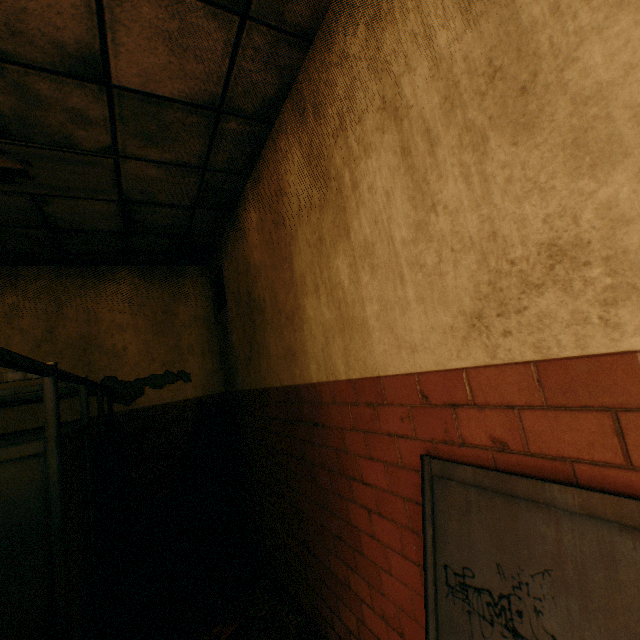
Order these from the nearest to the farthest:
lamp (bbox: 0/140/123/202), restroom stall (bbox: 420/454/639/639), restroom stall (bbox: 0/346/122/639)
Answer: restroom stall (bbox: 420/454/639/639)
restroom stall (bbox: 0/346/122/639)
lamp (bbox: 0/140/123/202)

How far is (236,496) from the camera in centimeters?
462cm

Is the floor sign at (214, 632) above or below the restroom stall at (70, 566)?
below

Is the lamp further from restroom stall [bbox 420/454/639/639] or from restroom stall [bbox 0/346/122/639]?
restroom stall [bbox 420/454/639/639]

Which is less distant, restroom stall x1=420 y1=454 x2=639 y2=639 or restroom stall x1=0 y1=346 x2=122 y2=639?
restroom stall x1=420 y1=454 x2=639 y2=639

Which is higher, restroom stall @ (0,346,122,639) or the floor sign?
restroom stall @ (0,346,122,639)

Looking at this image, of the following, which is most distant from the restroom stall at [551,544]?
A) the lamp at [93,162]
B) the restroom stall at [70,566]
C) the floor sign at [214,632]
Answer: the lamp at [93,162]
